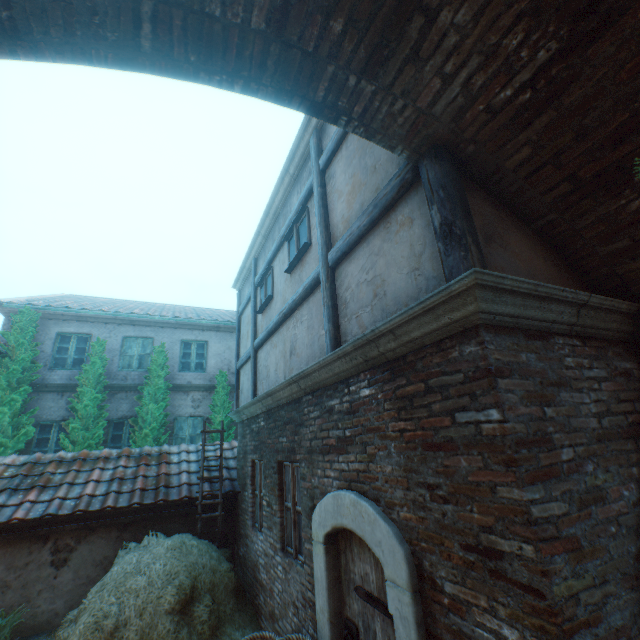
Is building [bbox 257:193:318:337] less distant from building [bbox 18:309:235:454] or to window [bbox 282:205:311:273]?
window [bbox 282:205:311:273]

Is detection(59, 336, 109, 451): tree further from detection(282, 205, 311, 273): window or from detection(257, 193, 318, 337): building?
detection(282, 205, 311, 273): window

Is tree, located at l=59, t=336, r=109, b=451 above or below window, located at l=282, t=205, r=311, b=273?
below

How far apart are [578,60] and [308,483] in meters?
4.8 m

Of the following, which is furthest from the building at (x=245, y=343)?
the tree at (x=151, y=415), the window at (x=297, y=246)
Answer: the tree at (x=151, y=415)

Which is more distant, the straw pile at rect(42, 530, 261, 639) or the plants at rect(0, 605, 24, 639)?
the plants at rect(0, 605, 24, 639)

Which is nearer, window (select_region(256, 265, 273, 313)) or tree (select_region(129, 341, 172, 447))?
window (select_region(256, 265, 273, 313))

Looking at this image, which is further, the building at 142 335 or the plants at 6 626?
the building at 142 335
